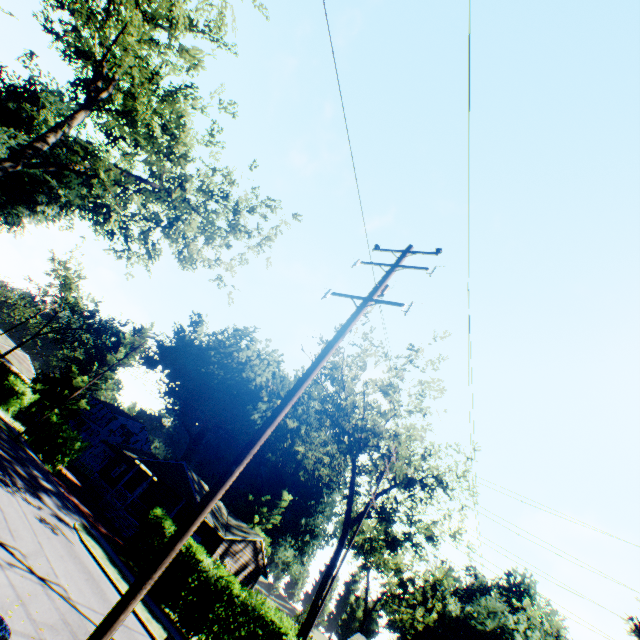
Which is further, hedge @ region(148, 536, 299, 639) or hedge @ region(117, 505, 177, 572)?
hedge @ region(117, 505, 177, 572)

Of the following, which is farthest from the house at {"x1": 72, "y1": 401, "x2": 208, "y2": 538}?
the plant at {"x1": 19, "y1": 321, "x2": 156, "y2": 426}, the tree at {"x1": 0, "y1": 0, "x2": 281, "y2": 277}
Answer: the tree at {"x1": 0, "y1": 0, "x2": 281, "y2": 277}

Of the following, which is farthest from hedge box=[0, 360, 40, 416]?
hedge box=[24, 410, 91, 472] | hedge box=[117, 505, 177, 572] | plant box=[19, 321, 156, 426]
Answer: hedge box=[117, 505, 177, 572]

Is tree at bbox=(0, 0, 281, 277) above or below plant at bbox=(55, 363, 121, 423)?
above

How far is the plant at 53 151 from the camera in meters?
36.8

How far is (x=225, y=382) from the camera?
57.9 meters

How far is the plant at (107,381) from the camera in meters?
39.6 m

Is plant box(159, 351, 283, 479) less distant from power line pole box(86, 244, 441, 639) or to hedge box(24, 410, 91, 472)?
hedge box(24, 410, 91, 472)
